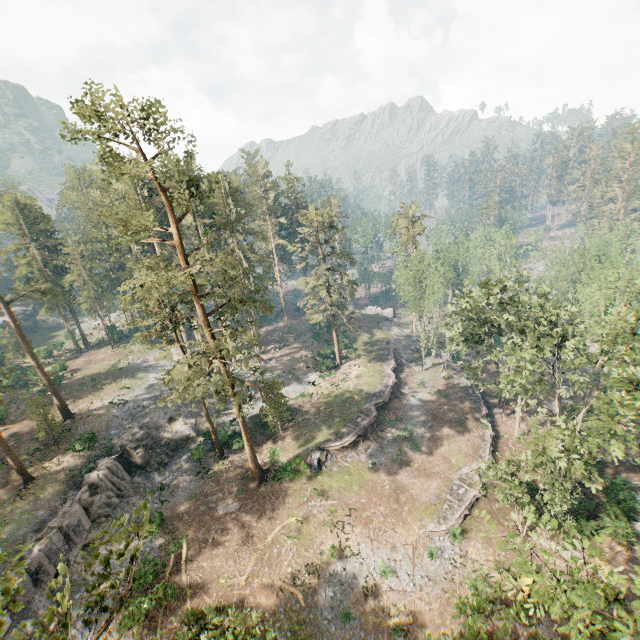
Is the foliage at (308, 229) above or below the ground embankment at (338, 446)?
above

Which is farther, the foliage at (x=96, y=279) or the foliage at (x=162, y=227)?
the foliage at (x=96, y=279)

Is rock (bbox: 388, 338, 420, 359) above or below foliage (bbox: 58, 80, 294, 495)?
below

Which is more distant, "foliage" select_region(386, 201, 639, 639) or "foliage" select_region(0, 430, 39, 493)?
"foliage" select_region(0, 430, 39, 493)

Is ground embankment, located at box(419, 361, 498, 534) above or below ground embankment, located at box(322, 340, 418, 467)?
below

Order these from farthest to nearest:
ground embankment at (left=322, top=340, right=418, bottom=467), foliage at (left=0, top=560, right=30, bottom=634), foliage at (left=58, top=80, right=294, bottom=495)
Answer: ground embankment at (left=322, top=340, right=418, bottom=467) → foliage at (left=58, top=80, right=294, bottom=495) → foliage at (left=0, top=560, right=30, bottom=634)

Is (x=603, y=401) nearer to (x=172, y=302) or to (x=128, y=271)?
(x=172, y=302)
